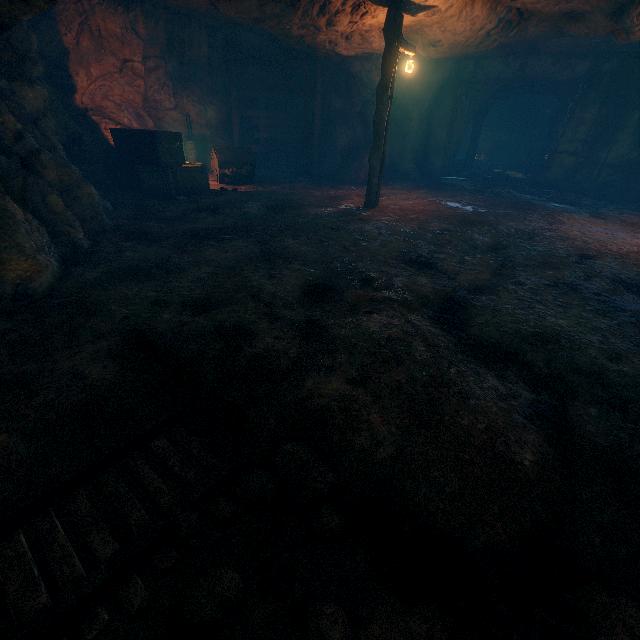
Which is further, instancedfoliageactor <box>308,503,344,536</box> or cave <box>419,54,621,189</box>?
cave <box>419,54,621,189</box>

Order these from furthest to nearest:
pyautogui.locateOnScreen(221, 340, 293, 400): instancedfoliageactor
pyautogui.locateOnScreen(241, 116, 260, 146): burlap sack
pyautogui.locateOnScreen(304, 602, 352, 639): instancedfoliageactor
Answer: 1. pyautogui.locateOnScreen(241, 116, 260, 146): burlap sack
2. pyautogui.locateOnScreen(221, 340, 293, 400): instancedfoliageactor
3. pyautogui.locateOnScreen(304, 602, 352, 639): instancedfoliageactor

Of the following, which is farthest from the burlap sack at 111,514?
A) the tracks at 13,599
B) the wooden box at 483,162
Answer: the wooden box at 483,162

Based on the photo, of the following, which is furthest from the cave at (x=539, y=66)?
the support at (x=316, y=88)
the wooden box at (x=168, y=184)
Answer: the wooden box at (x=168, y=184)

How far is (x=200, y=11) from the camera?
10.6 meters

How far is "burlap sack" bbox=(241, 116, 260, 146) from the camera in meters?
15.2

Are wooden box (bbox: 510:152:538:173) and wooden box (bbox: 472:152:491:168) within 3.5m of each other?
yes
